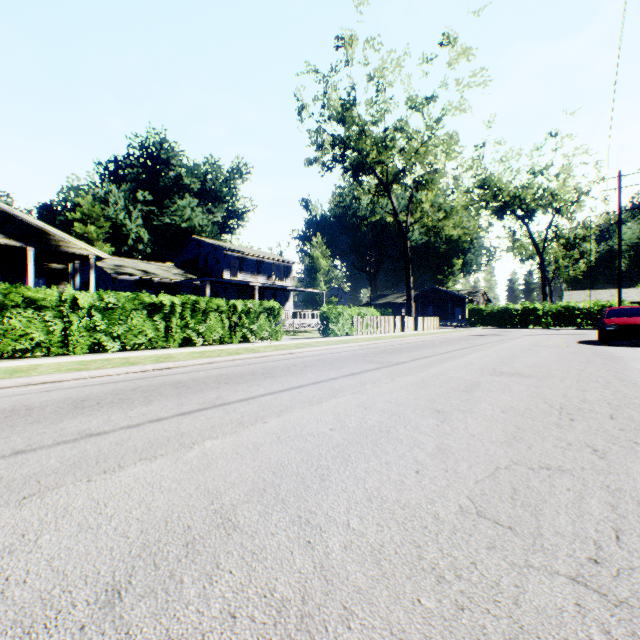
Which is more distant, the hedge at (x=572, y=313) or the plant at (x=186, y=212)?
the plant at (x=186, y=212)

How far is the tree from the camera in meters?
22.9 m

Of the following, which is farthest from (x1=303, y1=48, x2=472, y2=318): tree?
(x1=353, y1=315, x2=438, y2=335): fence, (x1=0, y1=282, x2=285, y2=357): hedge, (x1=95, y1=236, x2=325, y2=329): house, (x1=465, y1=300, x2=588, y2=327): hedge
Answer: (x1=465, y1=300, x2=588, y2=327): hedge

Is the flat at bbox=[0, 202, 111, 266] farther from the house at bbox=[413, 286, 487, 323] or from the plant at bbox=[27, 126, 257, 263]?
the house at bbox=[413, 286, 487, 323]

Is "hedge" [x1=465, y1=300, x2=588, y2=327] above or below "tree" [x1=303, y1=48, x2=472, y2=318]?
below

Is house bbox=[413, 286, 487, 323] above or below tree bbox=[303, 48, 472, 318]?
below

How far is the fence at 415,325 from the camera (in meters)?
19.59

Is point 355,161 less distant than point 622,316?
No
